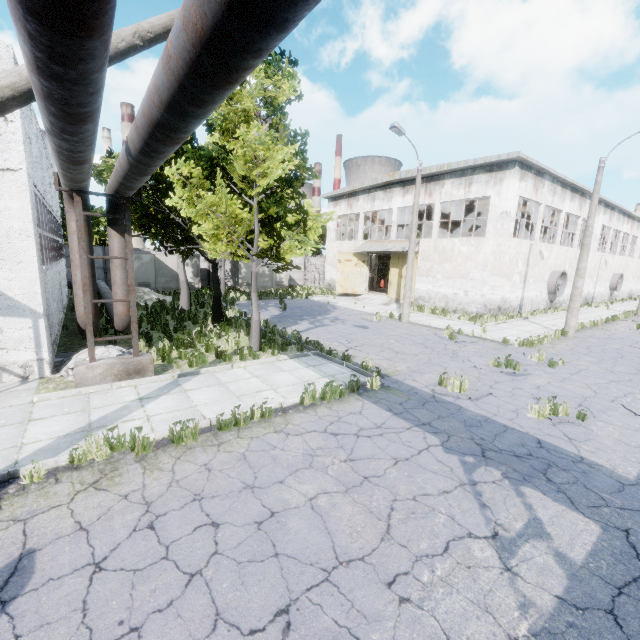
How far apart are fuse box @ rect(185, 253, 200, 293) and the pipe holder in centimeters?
1906cm

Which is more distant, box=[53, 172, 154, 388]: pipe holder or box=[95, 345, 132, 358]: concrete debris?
box=[95, 345, 132, 358]: concrete debris

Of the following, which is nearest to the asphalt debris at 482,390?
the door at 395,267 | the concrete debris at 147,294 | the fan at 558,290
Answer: the door at 395,267

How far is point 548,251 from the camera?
24.4m

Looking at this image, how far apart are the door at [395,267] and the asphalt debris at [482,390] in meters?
16.8

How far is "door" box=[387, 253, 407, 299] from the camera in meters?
26.6 m

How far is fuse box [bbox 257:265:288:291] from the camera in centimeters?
3170cm
